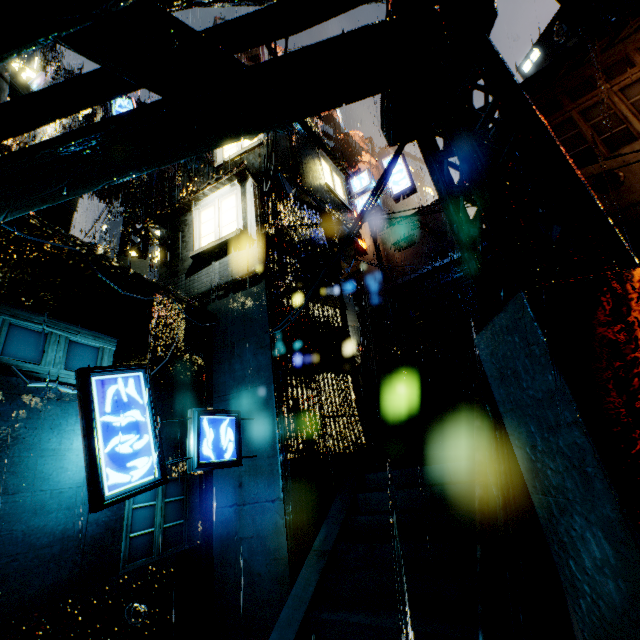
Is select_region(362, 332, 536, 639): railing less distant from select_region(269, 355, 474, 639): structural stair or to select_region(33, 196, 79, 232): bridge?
select_region(269, 355, 474, 639): structural stair

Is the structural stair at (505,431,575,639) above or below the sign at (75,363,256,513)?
below

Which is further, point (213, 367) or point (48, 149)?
point (213, 367)

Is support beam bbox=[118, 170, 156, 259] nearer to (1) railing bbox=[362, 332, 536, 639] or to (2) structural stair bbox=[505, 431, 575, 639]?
(2) structural stair bbox=[505, 431, 575, 639]

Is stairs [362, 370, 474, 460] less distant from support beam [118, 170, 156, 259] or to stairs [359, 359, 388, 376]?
stairs [359, 359, 388, 376]

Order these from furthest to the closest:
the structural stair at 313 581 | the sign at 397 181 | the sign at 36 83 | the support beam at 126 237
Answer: the sign at 397 181 < the sign at 36 83 < the support beam at 126 237 < the structural stair at 313 581

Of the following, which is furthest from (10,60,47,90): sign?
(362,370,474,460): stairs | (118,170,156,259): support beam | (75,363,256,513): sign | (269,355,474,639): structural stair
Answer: (362,370,474,460): stairs

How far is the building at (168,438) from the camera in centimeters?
729cm
